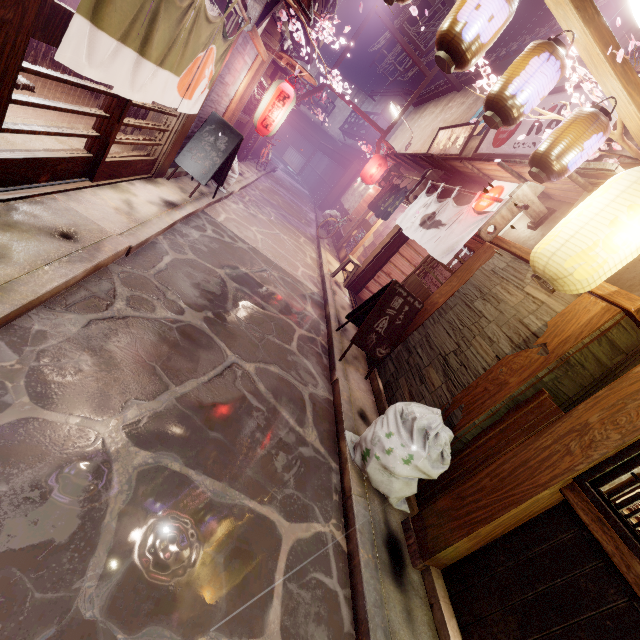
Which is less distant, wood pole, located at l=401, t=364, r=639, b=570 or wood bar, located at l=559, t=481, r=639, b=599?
wood bar, located at l=559, t=481, r=639, b=599

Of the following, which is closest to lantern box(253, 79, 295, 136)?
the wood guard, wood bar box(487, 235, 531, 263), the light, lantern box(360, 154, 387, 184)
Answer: Result: the wood guard

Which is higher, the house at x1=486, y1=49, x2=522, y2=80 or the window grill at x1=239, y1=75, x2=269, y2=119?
the house at x1=486, y1=49, x2=522, y2=80

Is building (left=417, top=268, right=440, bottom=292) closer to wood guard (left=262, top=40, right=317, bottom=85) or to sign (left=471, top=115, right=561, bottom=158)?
sign (left=471, top=115, right=561, bottom=158)

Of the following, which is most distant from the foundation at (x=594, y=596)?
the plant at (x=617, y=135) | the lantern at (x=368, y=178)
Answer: the lantern at (x=368, y=178)

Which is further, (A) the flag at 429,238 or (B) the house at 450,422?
(A) the flag at 429,238

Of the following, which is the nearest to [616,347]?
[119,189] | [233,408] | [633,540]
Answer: [633,540]

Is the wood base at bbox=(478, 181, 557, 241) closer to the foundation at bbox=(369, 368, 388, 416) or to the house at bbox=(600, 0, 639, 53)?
the house at bbox=(600, 0, 639, 53)
